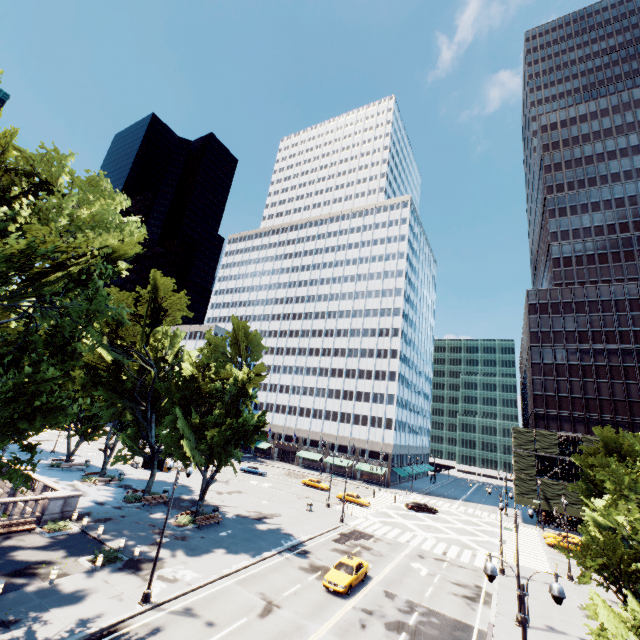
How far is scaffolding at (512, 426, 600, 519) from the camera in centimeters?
5294cm

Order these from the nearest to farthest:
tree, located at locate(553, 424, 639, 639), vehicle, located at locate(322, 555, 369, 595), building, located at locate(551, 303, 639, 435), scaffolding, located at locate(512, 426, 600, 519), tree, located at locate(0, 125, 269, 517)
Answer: tree, located at locate(0, 125, 269, 517)
tree, located at locate(553, 424, 639, 639)
vehicle, located at locate(322, 555, 369, 595)
scaffolding, located at locate(512, 426, 600, 519)
building, located at locate(551, 303, 639, 435)

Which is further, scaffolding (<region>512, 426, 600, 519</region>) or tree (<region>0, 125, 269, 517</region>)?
scaffolding (<region>512, 426, 600, 519</region>)

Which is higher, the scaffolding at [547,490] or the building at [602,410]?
the building at [602,410]

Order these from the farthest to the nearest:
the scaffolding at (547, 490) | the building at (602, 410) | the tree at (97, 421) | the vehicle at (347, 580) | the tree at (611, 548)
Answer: the building at (602, 410), the scaffolding at (547, 490), the vehicle at (347, 580), the tree at (611, 548), the tree at (97, 421)

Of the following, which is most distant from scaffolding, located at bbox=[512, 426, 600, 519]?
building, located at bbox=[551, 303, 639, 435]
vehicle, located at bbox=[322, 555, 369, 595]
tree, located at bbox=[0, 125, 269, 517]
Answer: vehicle, located at bbox=[322, 555, 369, 595]

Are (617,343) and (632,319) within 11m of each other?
yes

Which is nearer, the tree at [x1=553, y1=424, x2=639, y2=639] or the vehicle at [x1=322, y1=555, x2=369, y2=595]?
the tree at [x1=553, y1=424, x2=639, y2=639]
